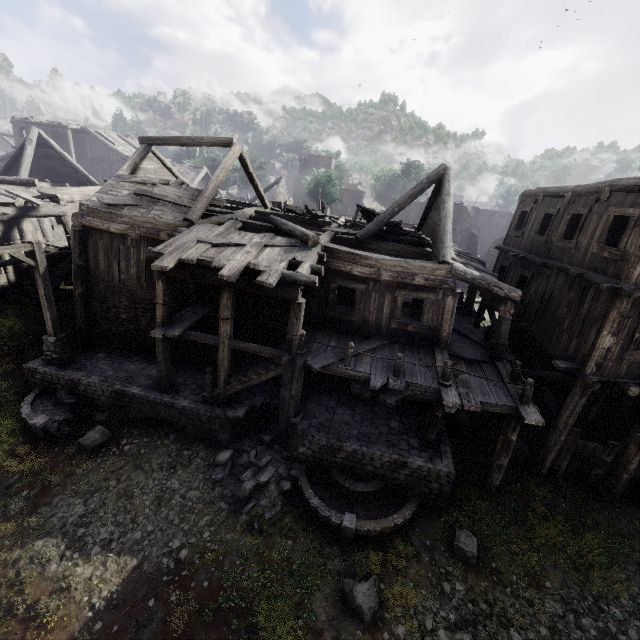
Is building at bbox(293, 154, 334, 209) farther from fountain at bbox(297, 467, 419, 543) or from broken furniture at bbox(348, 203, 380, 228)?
fountain at bbox(297, 467, 419, 543)

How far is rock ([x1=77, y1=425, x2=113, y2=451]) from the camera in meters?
10.8 m

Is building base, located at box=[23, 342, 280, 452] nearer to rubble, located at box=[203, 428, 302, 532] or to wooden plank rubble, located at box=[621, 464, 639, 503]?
rubble, located at box=[203, 428, 302, 532]

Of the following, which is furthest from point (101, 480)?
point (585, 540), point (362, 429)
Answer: point (585, 540)

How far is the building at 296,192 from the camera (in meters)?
51.81

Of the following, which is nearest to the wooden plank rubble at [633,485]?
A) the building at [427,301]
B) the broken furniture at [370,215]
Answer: the building at [427,301]

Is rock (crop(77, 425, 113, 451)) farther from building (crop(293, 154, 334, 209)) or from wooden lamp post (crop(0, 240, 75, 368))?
wooden lamp post (crop(0, 240, 75, 368))

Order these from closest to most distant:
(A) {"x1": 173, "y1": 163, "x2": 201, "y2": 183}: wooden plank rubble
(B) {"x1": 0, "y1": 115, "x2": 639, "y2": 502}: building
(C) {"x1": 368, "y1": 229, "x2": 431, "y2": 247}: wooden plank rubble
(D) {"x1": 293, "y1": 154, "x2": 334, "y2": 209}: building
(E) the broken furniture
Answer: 1. (B) {"x1": 0, "y1": 115, "x2": 639, "y2": 502}: building
2. (C) {"x1": 368, "y1": 229, "x2": 431, "y2": 247}: wooden plank rubble
3. (E) the broken furniture
4. (A) {"x1": 173, "y1": 163, "x2": 201, "y2": 183}: wooden plank rubble
5. (D) {"x1": 293, "y1": 154, "x2": 334, "y2": 209}: building
